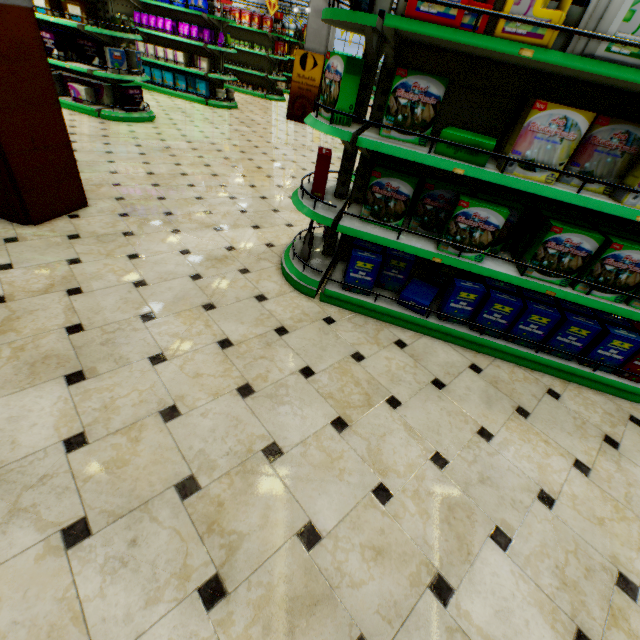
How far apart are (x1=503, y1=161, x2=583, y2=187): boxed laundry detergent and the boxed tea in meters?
15.9

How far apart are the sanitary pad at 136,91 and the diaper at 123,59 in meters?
0.2

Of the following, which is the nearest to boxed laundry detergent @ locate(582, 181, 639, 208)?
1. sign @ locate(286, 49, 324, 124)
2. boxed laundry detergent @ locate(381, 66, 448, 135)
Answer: boxed laundry detergent @ locate(381, 66, 448, 135)

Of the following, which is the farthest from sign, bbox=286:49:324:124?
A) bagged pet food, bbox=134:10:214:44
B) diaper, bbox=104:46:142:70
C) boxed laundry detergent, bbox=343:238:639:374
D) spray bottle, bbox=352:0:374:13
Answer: boxed laundry detergent, bbox=343:238:639:374

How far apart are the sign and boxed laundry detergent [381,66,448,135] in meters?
8.5 m

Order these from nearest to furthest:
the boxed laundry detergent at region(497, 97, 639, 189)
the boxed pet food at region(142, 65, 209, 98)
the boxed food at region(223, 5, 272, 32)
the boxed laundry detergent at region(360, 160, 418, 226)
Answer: the boxed laundry detergent at region(497, 97, 639, 189)
the boxed laundry detergent at region(360, 160, 418, 226)
the boxed pet food at region(142, 65, 209, 98)
the boxed food at region(223, 5, 272, 32)

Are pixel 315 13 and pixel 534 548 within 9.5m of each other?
no

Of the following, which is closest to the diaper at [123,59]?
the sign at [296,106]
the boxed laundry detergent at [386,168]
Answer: the sign at [296,106]
